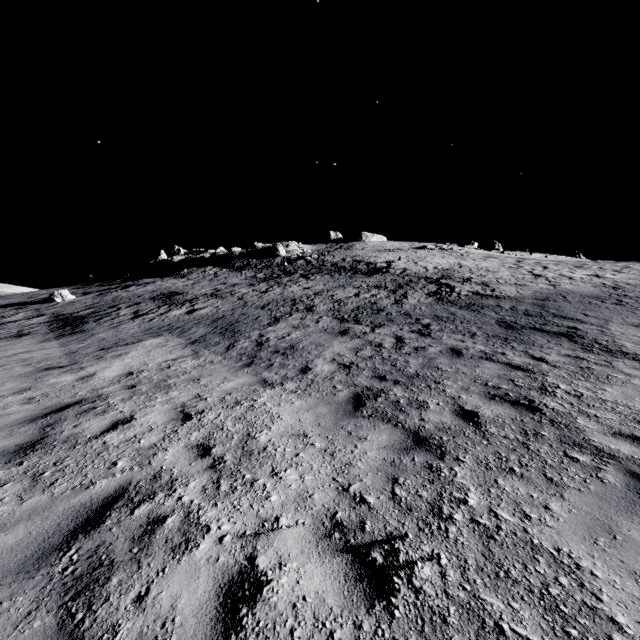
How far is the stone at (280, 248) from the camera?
44.21m

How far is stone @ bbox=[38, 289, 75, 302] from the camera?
27.95m

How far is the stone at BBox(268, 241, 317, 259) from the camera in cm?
4421

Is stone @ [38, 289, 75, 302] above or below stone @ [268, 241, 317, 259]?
below

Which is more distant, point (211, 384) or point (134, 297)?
point (134, 297)

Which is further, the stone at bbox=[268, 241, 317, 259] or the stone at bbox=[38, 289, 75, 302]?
the stone at bbox=[268, 241, 317, 259]

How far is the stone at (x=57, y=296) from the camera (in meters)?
27.95
